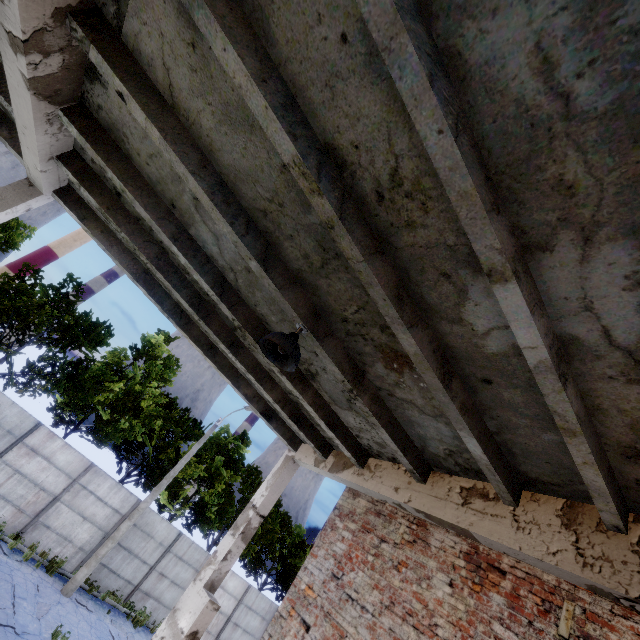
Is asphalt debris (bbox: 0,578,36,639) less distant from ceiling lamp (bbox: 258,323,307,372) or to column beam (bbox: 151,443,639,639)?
column beam (bbox: 151,443,639,639)

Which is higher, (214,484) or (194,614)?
(214,484)

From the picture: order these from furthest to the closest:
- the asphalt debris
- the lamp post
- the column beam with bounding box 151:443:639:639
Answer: the lamp post, the asphalt debris, the column beam with bounding box 151:443:639:639

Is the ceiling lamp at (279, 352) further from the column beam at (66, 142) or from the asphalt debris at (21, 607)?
the asphalt debris at (21, 607)

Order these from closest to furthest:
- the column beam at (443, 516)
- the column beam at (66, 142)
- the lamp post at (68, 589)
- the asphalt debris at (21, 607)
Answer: the column beam at (66, 142)
the column beam at (443, 516)
the asphalt debris at (21, 607)
the lamp post at (68, 589)

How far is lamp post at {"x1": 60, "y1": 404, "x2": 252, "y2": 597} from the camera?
13.3 meters

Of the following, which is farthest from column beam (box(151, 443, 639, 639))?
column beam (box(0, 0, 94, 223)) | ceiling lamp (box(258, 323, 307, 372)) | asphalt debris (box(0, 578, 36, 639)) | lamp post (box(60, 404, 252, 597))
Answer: lamp post (box(60, 404, 252, 597))

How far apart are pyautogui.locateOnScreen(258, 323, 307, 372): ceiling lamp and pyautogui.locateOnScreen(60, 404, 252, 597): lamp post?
14.6m
